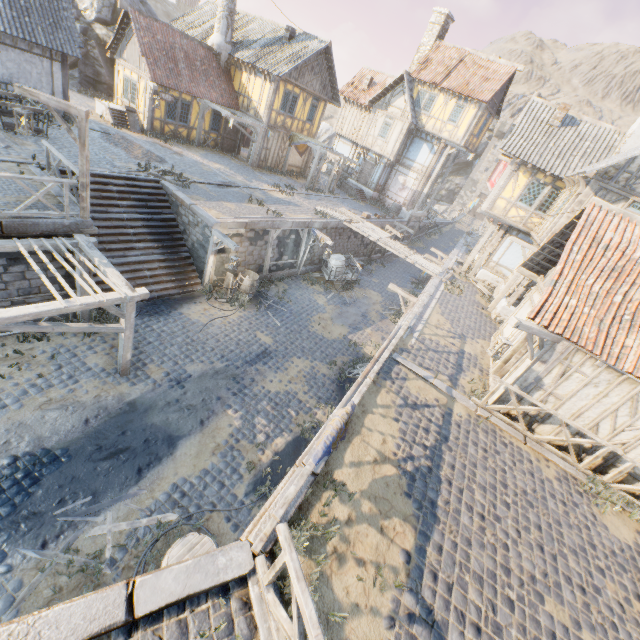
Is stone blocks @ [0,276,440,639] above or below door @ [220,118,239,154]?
below

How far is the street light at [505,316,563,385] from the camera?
7.9 meters

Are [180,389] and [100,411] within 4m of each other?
yes

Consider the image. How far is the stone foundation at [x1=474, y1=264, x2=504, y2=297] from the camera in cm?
1931

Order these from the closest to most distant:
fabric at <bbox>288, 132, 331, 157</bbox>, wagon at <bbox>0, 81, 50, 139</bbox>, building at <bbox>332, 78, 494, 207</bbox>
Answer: wagon at <bbox>0, 81, 50, 139</bbox> < fabric at <bbox>288, 132, 331, 157</bbox> < building at <bbox>332, 78, 494, 207</bbox>

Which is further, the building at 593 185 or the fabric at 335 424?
the building at 593 185

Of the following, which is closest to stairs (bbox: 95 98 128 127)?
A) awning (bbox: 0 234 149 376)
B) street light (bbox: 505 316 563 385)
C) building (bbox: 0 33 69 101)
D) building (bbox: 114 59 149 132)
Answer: building (bbox: 114 59 149 132)

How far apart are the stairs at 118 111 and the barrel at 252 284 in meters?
12.9 m
